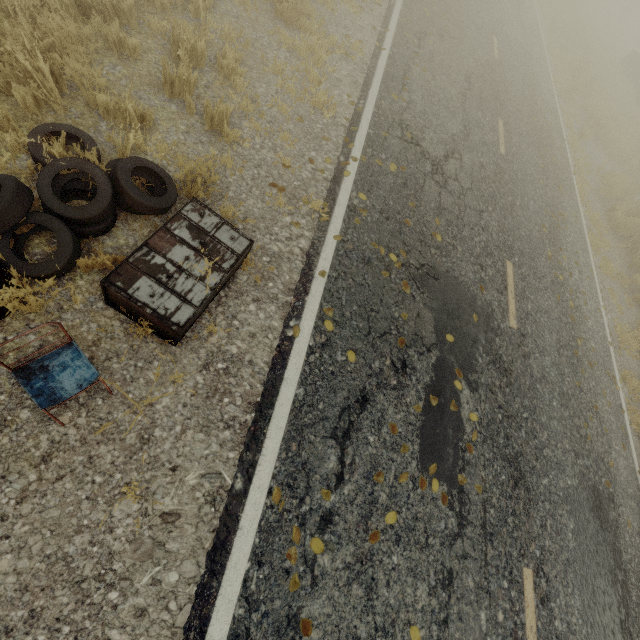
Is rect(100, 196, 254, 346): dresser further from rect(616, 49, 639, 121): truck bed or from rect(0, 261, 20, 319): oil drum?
rect(616, 49, 639, 121): truck bed

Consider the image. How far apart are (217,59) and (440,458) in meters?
6.4 m

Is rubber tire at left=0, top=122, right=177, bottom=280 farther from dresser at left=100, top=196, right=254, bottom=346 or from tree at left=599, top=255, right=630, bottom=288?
tree at left=599, top=255, right=630, bottom=288

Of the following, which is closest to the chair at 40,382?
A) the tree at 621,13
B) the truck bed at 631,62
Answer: the tree at 621,13

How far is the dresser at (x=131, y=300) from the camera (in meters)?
2.82

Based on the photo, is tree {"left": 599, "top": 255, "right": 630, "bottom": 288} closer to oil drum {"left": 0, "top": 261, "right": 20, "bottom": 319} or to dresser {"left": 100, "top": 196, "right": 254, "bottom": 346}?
dresser {"left": 100, "top": 196, "right": 254, "bottom": 346}

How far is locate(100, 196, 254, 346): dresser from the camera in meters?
2.8

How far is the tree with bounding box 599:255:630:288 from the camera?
9.0m
